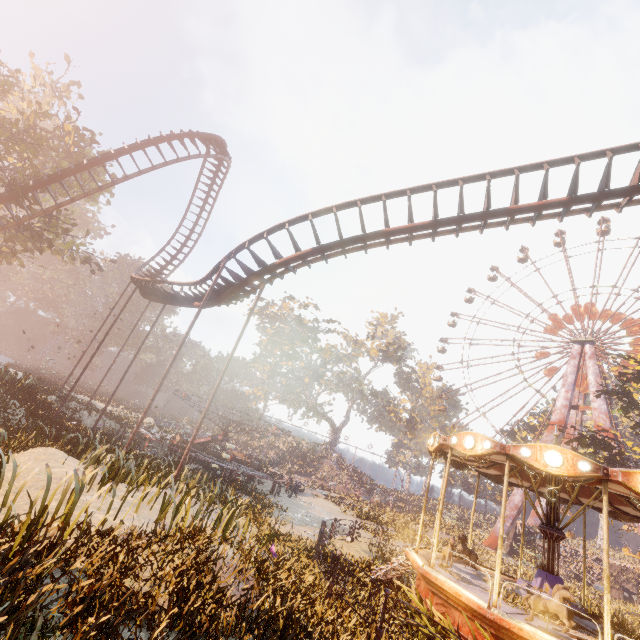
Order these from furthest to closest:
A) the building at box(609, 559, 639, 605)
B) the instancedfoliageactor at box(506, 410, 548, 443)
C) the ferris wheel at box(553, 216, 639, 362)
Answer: the instancedfoliageactor at box(506, 410, 548, 443) < the ferris wheel at box(553, 216, 639, 362) < the building at box(609, 559, 639, 605)

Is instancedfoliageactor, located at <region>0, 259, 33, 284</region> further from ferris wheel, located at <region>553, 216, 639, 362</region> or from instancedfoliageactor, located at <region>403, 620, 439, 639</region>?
ferris wheel, located at <region>553, 216, 639, 362</region>

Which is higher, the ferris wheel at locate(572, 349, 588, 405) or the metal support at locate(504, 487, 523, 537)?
the ferris wheel at locate(572, 349, 588, 405)

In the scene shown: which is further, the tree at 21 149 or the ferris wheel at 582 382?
the ferris wheel at 582 382

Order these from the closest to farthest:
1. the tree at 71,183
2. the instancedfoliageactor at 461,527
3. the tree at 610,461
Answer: the tree at 610,461
the tree at 71,183
the instancedfoliageactor at 461,527

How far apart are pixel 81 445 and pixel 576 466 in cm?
1790

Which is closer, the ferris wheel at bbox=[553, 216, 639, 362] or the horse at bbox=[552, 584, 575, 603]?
the horse at bbox=[552, 584, 575, 603]

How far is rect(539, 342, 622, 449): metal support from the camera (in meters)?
36.00
